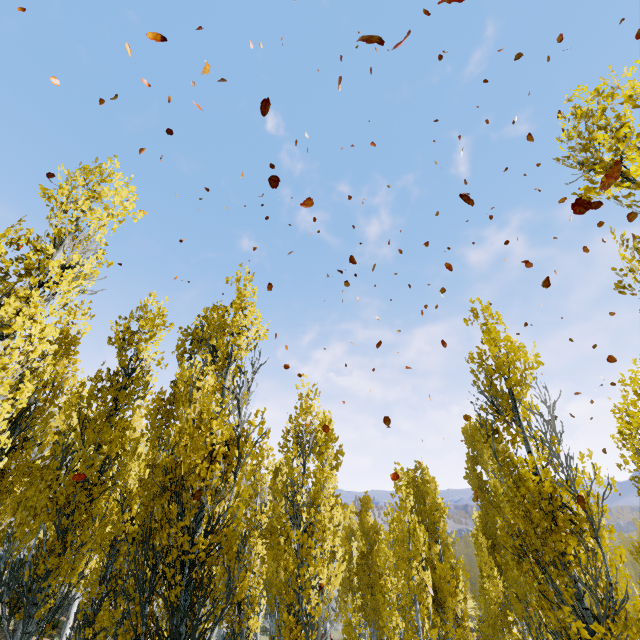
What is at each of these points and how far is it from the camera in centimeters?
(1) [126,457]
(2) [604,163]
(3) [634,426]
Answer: (1) instancedfoliageactor, 791cm
(2) instancedfoliageactor, 348cm
(3) instancedfoliageactor, 636cm

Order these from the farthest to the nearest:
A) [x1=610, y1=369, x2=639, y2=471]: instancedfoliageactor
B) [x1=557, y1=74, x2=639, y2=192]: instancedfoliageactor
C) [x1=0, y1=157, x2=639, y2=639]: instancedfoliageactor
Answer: [x1=610, y1=369, x2=639, y2=471]: instancedfoliageactor, [x1=0, y1=157, x2=639, y2=639]: instancedfoliageactor, [x1=557, y1=74, x2=639, y2=192]: instancedfoliageactor

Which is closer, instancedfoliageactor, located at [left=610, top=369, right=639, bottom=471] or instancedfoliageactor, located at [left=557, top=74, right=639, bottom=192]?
instancedfoliageactor, located at [left=557, top=74, right=639, bottom=192]

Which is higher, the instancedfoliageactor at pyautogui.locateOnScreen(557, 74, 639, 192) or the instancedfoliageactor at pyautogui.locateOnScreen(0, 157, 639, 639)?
the instancedfoliageactor at pyautogui.locateOnScreen(557, 74, 639, 192)

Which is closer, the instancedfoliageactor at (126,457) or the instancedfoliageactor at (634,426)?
the instancedfoliageactor at (126,457)
